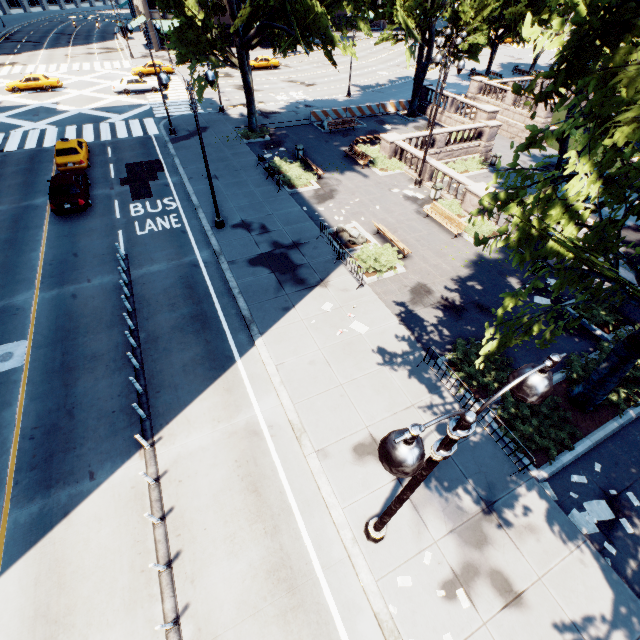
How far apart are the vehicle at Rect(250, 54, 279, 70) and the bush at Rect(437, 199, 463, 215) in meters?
41.4 m

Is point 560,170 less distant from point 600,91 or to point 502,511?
point 600,91

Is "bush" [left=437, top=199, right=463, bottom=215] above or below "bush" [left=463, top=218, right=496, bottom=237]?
below

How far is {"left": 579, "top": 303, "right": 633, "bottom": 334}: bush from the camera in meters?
13.9 m

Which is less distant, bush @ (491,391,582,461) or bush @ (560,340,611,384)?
bush @ (491,391,582,461)

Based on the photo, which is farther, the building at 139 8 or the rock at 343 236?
the building at 139 8

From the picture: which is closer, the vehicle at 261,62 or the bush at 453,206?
the bush at 453,206

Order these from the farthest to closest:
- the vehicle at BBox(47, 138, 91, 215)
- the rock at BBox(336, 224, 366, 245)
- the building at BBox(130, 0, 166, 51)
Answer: the building at BBox(130, 0, 166, 51) → the vehicle at BBox(47, 138, 91, 215) → the rock at BBox(336, 224, 366, 245)
